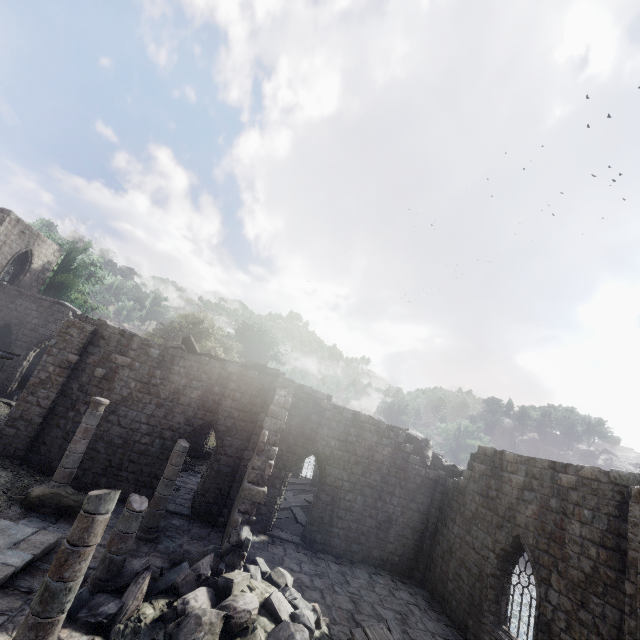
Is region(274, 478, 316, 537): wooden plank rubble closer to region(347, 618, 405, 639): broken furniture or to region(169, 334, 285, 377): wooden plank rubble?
region(169, 334, 285, 377): wooden plank rubble

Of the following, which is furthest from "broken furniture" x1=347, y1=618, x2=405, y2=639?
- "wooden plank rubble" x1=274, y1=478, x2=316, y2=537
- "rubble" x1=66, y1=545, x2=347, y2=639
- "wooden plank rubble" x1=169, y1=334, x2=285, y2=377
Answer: "wooden plank rubble" x1=169, y1=334, x2=285, y2=377

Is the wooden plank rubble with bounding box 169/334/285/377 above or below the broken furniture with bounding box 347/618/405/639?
above

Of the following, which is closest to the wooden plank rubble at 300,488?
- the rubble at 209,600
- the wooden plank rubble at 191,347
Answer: the rubble at 209,600

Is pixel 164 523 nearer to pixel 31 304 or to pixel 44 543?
pixel 44 543

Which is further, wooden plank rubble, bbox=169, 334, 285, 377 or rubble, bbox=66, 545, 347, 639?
wooden plank rubble, bbox=169, 334, 285, 377

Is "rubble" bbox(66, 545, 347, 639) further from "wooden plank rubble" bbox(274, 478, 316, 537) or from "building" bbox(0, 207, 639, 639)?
"wooden plank rubble" bbox(274, 478, 316, 537)

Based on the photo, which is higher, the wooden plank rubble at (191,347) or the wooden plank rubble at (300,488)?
the wooden plank rubble at (191,347)
